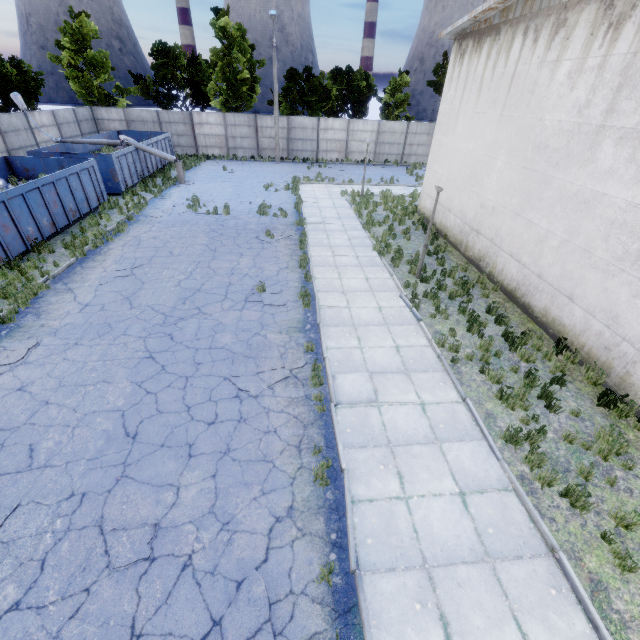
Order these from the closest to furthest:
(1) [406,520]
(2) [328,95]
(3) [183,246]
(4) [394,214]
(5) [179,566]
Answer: (5) [179,566]
(1) [406,520]
(3) [183,246]
(4) [394,214]
(2) [328,95]

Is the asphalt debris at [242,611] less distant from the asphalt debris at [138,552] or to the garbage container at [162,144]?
the asphalt debris at [138,552]

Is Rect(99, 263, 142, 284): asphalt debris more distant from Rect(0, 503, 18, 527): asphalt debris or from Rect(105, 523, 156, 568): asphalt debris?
Rect(105, 523, 156, 568): asphalt debris

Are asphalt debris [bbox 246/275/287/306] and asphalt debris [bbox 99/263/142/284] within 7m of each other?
yes

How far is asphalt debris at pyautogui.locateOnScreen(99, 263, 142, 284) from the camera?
11.1m

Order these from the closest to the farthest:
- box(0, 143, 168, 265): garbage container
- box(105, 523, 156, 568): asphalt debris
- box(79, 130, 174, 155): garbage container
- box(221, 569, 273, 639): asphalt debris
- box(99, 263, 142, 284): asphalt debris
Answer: box(221, 569, 273, 639): asphalt debris → box(105, 523, 156, 568): asphalt debris → box(99, 263, 142, 284): asphalt debris → box(0, 143, 168, 265): garbage container → box(79, 130, 174, 155): garbage container

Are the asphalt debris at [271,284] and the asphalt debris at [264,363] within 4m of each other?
yes

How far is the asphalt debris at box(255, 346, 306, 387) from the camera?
7.6 meters
